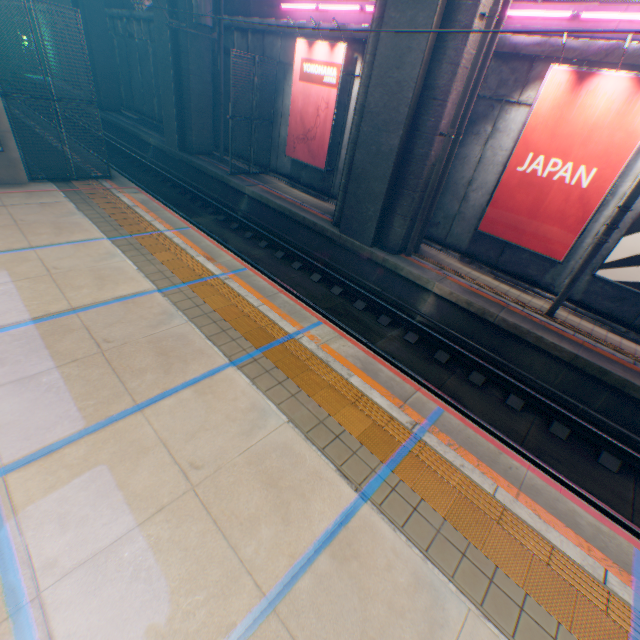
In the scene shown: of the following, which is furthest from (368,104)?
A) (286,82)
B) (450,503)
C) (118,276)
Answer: (450,503)

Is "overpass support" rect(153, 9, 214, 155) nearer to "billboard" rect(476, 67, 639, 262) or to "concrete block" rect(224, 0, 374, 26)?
"concrete block" rect(224, 0, 374, 26)

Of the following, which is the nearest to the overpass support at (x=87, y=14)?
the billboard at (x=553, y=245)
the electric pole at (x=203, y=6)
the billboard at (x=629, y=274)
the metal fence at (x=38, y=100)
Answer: the metal fence at (x=38, y=100)

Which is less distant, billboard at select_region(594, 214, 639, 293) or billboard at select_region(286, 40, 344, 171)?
billboard at select_region(594, 214, 639, 293)

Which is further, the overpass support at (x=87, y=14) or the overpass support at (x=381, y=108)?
the overpass support at (x=87, y=14)

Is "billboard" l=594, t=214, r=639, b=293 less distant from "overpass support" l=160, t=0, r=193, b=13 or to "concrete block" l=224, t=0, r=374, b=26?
"concrete block" l=224, t=0, r=374, b=26

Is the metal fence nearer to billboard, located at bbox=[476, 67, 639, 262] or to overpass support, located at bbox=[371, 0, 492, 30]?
overpass support, located at bbox=[371, 0, 492, 30]

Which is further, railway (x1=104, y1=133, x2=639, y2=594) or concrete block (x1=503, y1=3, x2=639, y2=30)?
concrete block (x1=503, y1=3, x2=639, y2=30)
